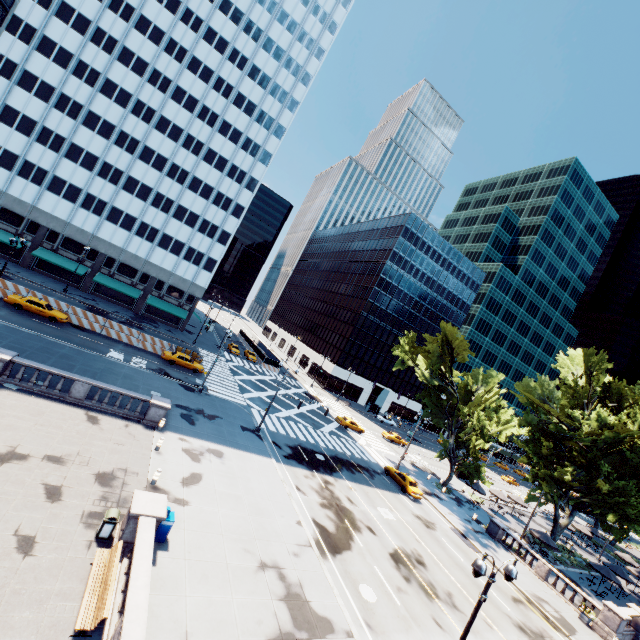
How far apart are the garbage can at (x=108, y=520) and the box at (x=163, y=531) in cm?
165

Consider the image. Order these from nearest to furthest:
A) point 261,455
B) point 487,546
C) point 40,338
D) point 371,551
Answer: point 371,551 < point 261,455 < point 40,338 < point 487,546

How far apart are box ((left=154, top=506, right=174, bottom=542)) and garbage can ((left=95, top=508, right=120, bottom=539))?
1.7 meters

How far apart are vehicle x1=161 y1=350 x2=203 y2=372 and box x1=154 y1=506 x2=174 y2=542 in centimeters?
2610cm

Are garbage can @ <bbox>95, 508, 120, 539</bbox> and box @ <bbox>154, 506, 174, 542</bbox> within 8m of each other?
yes

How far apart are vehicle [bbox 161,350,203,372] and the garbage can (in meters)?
26.40

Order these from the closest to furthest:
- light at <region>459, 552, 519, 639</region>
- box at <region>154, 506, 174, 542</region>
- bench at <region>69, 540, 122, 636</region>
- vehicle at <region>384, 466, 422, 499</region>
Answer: bench at <region>69, 540, 122, 636</region> < light at <region>459, 552, 519, 639</region> < box at <region>154, 506, 174, 542</region> < vehicle at <region>384, 466, 422, 499</region>

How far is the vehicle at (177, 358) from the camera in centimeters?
3819cm
